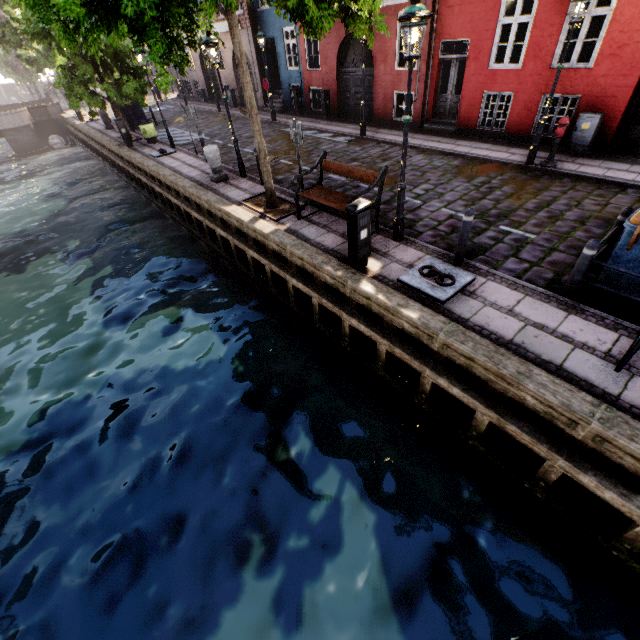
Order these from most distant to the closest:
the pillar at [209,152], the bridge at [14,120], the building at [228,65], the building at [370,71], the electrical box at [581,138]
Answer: the bridge at [14,120]
the building at [228,65]
the building at [370,71]
the pillar at [209,152]
the electrical box at [581,138]

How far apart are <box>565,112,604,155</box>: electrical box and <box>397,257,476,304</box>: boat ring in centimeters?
776cm

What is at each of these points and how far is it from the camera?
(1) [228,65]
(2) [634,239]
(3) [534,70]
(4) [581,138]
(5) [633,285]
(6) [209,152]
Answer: (1) building, 21.8m
(2) trash bin, 4.4m
(3) building, 10.2m
(4) electrical box, 9.7m
(5) trash bin, 4.8m
(6) pillar, 10.6m

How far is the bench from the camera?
6.8m

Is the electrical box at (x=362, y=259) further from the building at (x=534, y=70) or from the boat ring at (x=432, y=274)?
the building at (x=534, y=70)

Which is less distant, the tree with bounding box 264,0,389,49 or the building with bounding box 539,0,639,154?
the tree with bounding box 264,0,389,49

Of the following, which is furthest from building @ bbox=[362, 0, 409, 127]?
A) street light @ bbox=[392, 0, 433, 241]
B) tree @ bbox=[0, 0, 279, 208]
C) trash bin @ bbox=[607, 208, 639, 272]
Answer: trash bin @ bbox=[607, 208, 639, 272]

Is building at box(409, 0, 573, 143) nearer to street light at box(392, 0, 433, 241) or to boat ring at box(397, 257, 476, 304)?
street light at box(392, 0, 433, 241)
